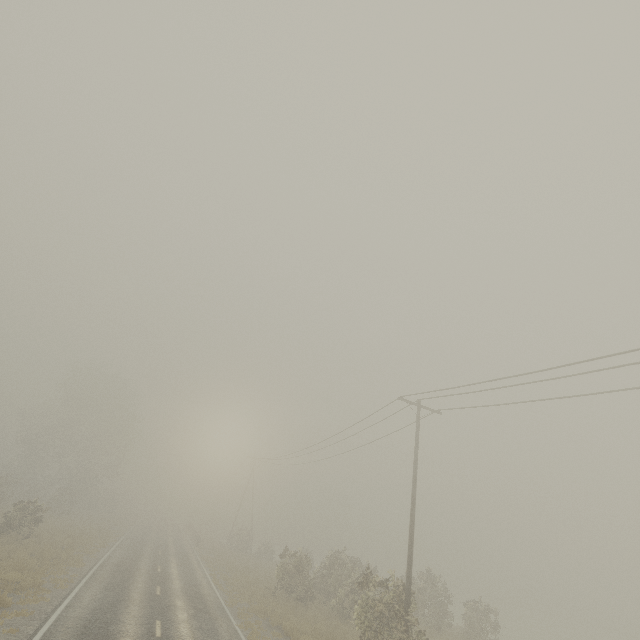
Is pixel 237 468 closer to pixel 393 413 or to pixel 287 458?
pixel 287 458
